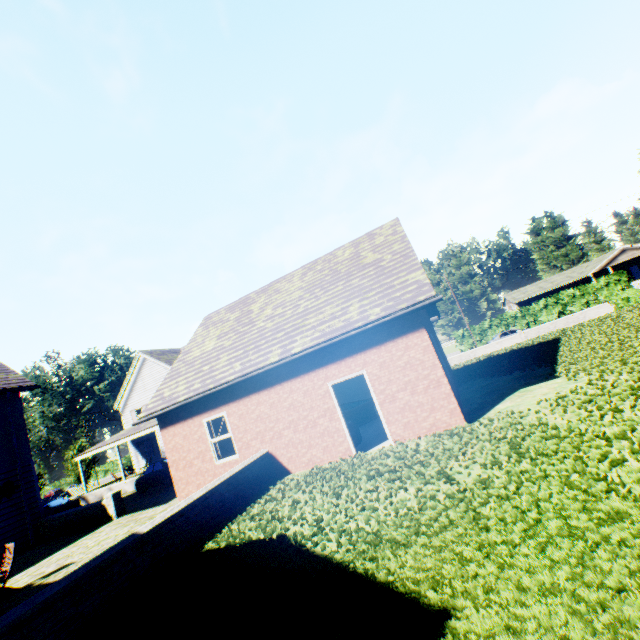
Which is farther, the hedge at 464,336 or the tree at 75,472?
the hedge at 464,336

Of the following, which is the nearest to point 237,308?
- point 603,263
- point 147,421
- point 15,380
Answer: point 15,380

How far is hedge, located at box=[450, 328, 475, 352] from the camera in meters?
47.6

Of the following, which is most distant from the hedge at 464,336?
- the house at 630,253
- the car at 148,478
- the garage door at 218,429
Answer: the car at 148,478

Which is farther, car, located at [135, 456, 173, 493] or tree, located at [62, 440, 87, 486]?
tree, located at [62, 440, 87, 486]

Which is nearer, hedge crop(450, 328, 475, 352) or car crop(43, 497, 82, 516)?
car crop(43, 497, 82, 516)

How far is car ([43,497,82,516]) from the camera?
19.0m
